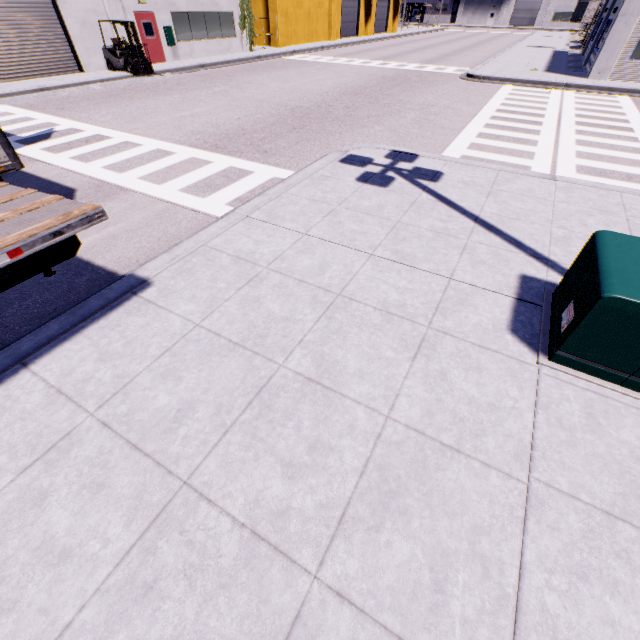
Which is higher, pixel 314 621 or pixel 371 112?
pixel 314 621

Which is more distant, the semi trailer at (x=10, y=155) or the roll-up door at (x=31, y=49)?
the roll-up door at (x=31, y=49)

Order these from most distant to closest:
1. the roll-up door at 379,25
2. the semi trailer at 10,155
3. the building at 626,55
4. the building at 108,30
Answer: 1. the roll-up door at 379,25
2. the building at 108,30
3. the building at 626,55
4. the semi trailer at 10,155

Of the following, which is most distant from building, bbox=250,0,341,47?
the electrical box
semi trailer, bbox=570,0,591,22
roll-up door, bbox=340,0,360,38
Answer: the electrical box

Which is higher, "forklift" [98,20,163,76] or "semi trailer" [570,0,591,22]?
"semi trailer" [570,0,591,22]

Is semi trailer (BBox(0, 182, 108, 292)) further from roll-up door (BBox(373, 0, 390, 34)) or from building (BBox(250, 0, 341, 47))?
roll-up door (BBox(373, 0, 390, 34))

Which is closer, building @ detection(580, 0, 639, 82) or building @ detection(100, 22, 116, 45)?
building @ detection(580, 0, 639, 82)

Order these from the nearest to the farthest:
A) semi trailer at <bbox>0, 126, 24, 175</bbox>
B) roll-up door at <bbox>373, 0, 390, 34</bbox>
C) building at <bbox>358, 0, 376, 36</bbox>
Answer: semi trailer at <bbox>0, 126, 24, 175</bbox> → building at <bbox>358, 0, 376, 36</bbox> → roll-up door at <bbox>373, 0, 390, 34</bbox>
